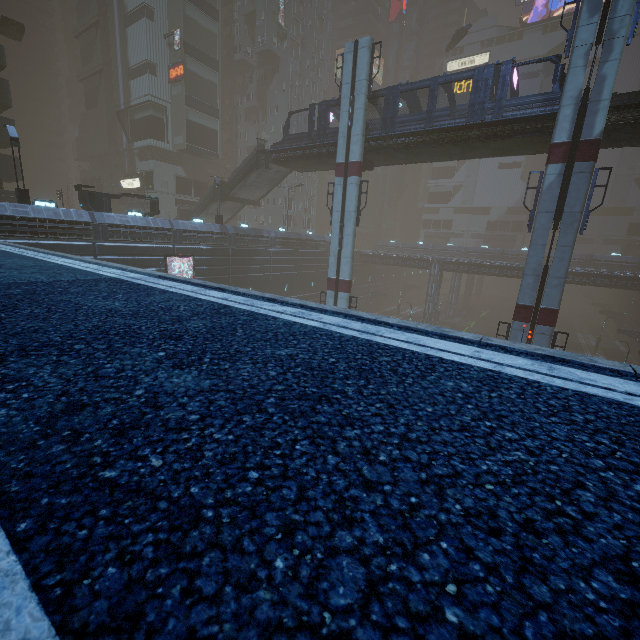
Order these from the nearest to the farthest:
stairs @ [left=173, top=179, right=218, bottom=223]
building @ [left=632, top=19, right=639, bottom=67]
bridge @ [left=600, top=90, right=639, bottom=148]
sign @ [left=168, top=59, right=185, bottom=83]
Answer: bridge @ [left=600, top=90, right=639, bottom=148]
stairs @ [left=173, top=179, right=218, bottom=223]
sign @ [left=168, top=59, right=185, bottom=83]
building @ [left=632, top=19, right=639, bottom=67]

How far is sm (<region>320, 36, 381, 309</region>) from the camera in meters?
23.0

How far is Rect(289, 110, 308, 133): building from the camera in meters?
55.4 m

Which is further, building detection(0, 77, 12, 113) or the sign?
the sign

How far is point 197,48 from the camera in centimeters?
4241cm

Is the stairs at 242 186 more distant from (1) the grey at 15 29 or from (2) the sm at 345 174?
(1) the grey at 15 29

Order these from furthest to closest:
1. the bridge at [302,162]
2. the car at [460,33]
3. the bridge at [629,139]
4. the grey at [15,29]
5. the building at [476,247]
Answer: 1. the building at [476,247]
2. the car at [460,33]
3. the grey at [15,29]
4. the bridge at [302,162]
5. the bridge at [629,139]

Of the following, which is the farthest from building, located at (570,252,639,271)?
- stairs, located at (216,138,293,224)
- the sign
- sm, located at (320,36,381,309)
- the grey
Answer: stairs, located at (216,138,293,224)
